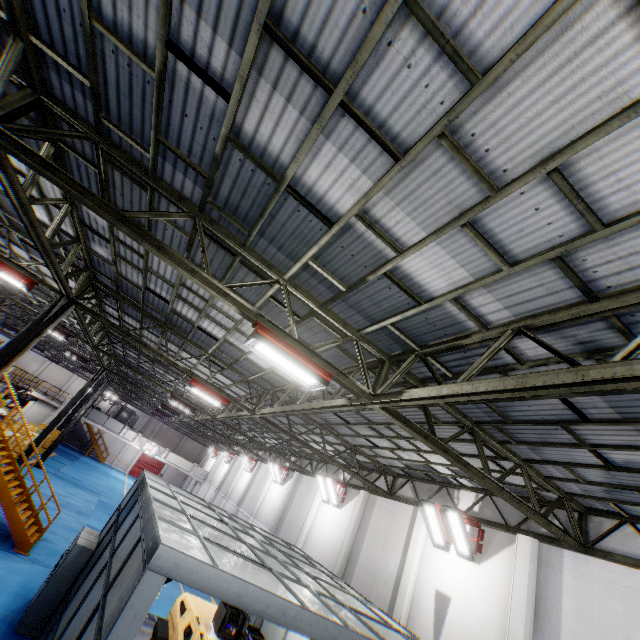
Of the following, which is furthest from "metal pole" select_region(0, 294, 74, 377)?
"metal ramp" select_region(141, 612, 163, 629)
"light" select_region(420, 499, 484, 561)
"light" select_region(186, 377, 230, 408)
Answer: "light" select_region(420, 499, 484, 561)

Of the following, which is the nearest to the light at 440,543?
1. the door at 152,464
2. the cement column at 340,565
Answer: the cement column at 340,565

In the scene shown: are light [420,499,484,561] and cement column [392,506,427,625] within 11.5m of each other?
yes

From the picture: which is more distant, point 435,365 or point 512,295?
point 435,365

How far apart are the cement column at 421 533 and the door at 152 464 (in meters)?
47.44

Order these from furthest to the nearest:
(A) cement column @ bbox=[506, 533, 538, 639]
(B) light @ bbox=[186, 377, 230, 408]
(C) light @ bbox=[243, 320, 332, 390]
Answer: (B) light @ bbox=[186, 377, 230, 408] < (A) cement column @ bbox=[506, 533, 538, 639] < (C) light @ bbox=[243, 320, 332, 390]

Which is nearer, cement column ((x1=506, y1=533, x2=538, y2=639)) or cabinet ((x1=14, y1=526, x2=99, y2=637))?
cement column ((x1=506, y1=533, x2=538, y2=639))

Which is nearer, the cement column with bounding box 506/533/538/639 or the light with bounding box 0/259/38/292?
the cement column with bounding box 506/533/538/639
